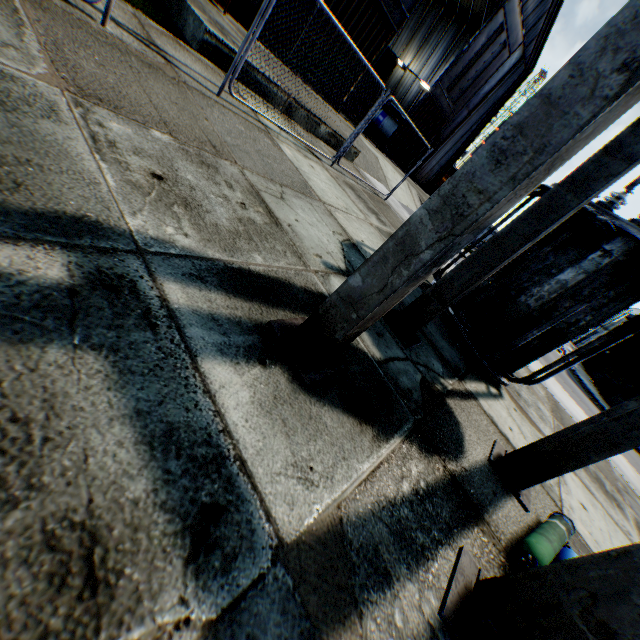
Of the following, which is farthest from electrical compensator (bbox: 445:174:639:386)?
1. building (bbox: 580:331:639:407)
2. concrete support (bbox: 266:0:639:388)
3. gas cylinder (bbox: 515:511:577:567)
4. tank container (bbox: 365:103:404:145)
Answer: tank container (bbox: 365:103:404:145)

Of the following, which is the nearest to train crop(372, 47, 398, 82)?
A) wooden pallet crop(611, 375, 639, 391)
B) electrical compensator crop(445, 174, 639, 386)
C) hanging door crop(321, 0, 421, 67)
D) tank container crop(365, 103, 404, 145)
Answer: hanging door crop(321, 0, 421, 67)

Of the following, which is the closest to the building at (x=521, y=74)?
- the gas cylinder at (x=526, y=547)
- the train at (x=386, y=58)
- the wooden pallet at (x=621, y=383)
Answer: the train at (x=386, y=58)

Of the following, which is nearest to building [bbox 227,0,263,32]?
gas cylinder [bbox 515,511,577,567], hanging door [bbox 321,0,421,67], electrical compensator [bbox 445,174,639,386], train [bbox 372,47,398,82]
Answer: hanging door [bbox 321,0,421,67]

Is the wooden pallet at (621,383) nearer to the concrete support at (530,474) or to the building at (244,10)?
the building at (244,10)

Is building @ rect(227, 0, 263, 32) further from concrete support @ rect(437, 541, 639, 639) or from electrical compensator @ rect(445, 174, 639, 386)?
concrete support @ rect(437, 541, 639, 639)

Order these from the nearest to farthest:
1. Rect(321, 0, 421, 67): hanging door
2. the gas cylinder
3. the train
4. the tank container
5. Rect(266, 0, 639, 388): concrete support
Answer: Rect(266, 0, 639, 388): concrete support
the gas cylinder
Rect(321, 0, 421, 67): hanging door
the train
the tank container

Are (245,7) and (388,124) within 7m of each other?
no
